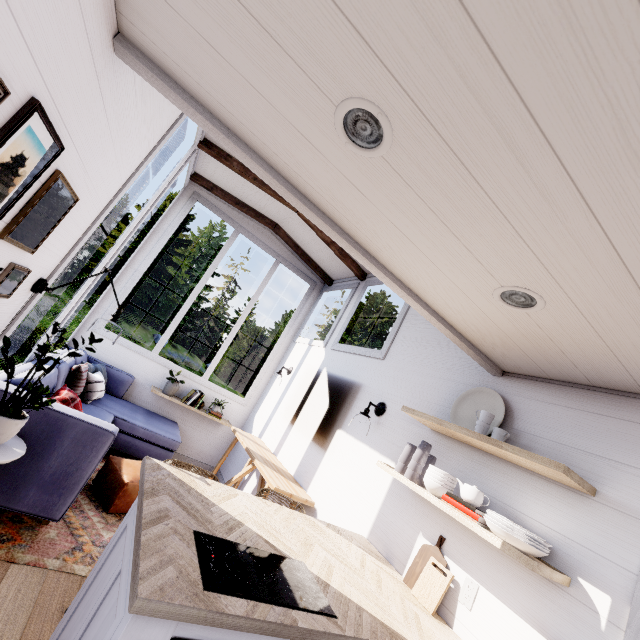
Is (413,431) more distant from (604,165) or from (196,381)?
(196,381)

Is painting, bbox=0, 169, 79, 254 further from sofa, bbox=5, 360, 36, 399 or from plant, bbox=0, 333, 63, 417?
sofa, bbox=5, 360, 36, 399

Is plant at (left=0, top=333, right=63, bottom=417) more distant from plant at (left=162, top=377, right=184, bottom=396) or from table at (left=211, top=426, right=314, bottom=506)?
plant at (left=162, top=377, right=184, bottom=396)

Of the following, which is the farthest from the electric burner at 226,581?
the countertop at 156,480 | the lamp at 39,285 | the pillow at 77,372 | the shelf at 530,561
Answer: the pillow at 77,372

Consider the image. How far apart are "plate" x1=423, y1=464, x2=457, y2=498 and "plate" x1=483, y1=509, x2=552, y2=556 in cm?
25

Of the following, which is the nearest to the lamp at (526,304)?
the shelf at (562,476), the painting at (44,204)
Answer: the shelf at (562,476)

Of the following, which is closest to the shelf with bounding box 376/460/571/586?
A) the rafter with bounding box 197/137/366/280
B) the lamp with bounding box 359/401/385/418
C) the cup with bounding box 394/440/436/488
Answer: the cup with bounding box 394/440/436/488

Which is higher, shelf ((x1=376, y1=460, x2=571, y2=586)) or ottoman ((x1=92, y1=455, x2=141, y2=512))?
shelf ((x1=376, y1=460, x2=571, y2=586))
